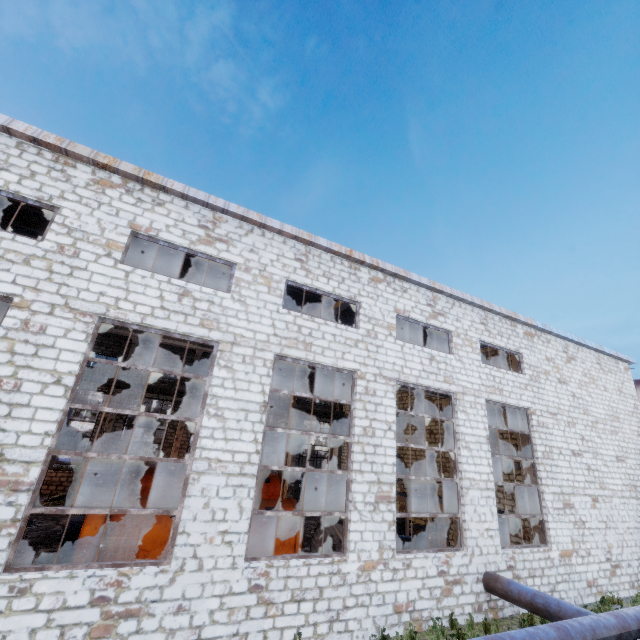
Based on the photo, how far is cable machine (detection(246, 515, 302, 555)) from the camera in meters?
10.3 m

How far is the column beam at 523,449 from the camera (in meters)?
14.11

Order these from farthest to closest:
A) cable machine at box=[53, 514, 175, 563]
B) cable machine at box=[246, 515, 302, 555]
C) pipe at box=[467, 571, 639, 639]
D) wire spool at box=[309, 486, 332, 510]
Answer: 1. wire spool at box=[309, 486, 332, 510]
2. cable machine at box=[246, 515, 302, 555]
3. cable machine at box=[53, 514, 175, 563]
4. pipe at box=[467, 571, 639, 639]

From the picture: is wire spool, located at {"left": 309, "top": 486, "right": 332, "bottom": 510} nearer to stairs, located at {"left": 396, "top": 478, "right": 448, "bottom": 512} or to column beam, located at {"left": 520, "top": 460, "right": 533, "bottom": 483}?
stairs, located at {"left": 396, "top": 478, "right": 448, "bottom": 512}

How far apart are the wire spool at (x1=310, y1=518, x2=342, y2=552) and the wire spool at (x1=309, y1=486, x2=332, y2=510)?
11.75m

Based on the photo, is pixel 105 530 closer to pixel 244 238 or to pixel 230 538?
pixel 230 538

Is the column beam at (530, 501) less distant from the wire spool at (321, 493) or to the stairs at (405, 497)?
the stairs at (405, 497)

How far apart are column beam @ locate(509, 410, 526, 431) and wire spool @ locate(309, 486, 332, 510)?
13.5m
